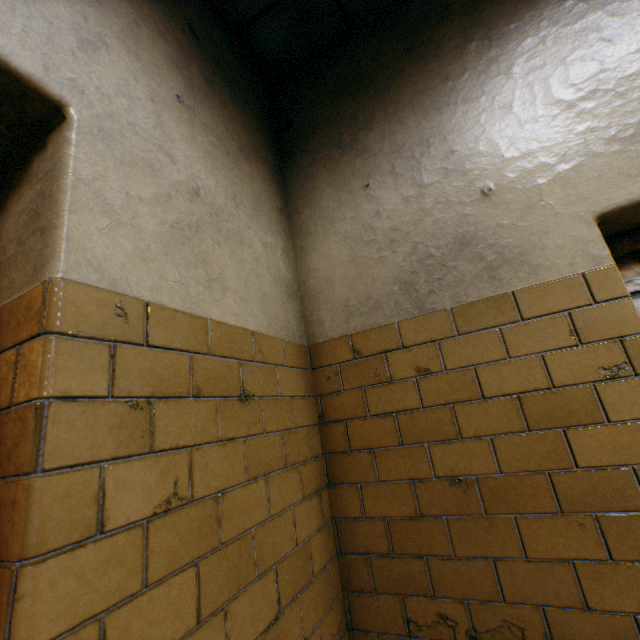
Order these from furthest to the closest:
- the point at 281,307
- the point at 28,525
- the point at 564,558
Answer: the point at 281,307, the point at 564,558, the point at 28,525
